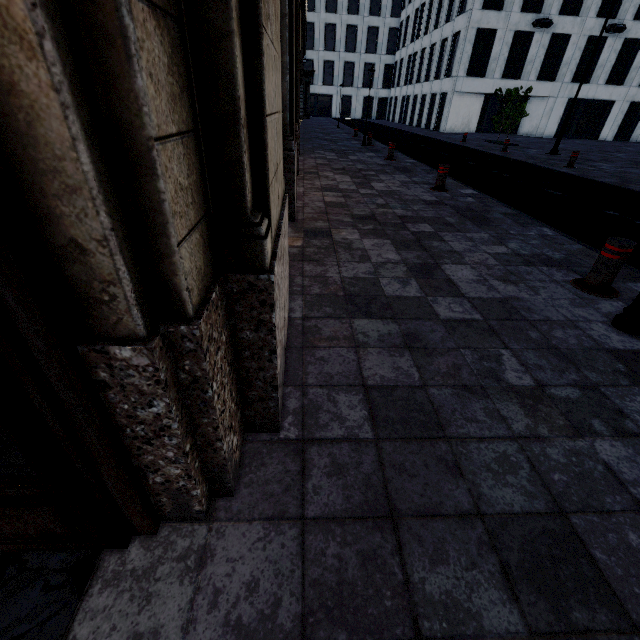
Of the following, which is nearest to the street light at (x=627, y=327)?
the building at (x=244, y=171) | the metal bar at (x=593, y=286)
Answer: the metal bar at (x=593, y=286)

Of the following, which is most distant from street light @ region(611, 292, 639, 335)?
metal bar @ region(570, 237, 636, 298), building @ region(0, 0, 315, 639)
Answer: building @ region(0, 0, 315, 639)

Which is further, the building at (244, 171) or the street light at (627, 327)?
the street light at (627, 327)

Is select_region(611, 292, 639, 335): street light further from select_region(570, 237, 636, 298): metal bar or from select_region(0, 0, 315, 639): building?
select_region(0, 0, 315, 639): building

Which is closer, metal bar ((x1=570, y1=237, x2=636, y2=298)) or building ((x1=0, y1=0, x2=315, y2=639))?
building ((x1=0, y1=0, x2=315, y2=639))

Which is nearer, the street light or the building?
the building

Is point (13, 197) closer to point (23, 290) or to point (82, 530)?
point (23, 290)
